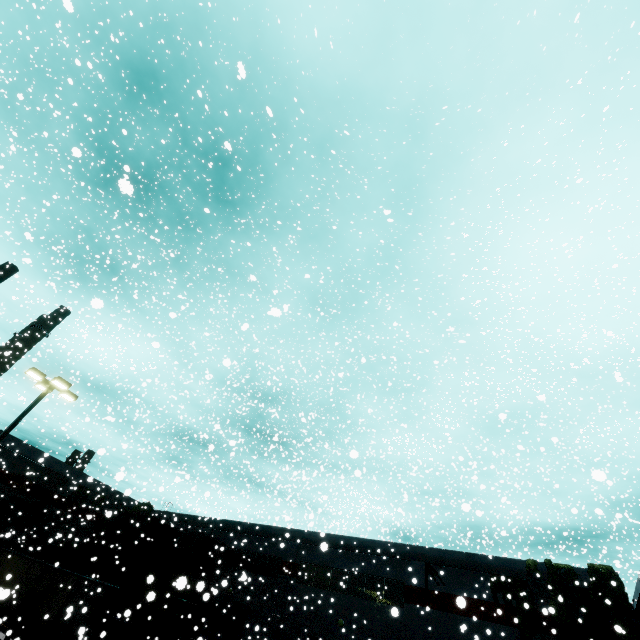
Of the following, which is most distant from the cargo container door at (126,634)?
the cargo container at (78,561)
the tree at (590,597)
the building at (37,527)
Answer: the tree at (590,597)

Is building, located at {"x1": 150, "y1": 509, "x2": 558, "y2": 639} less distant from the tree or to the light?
the tree

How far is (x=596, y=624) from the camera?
17.62m

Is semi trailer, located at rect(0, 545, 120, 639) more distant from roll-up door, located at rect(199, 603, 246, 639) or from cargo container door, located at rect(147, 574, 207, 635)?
cargo container door, located at rect(147, 574, 207, 635)

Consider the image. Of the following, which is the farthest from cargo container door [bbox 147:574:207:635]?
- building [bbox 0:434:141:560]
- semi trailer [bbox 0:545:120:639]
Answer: building [bbox 0:434:141:560]

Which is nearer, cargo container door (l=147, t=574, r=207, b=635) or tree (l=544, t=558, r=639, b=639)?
tree (l=544, t=558, r=639, b=639)

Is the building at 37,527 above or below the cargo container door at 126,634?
above

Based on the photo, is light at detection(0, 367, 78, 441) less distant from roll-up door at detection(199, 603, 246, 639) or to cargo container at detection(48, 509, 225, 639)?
cargo container at detection(48, 509, 225, 639)
